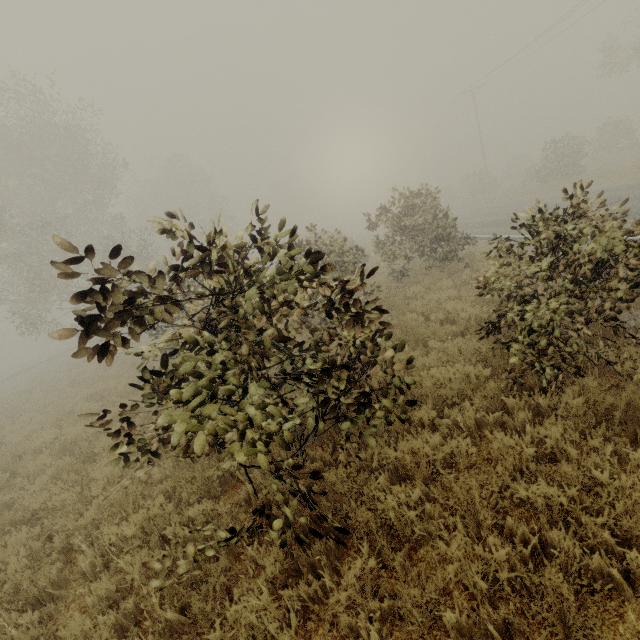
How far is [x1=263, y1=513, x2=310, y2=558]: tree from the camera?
3.2 meters

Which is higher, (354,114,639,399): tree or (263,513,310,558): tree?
(354,114,639,399): tree

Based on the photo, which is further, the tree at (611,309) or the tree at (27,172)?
the tree at (611,309)

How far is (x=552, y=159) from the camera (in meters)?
25.23

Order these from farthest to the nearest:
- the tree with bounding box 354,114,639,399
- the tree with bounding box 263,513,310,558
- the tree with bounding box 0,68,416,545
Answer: the tree with bounding box 354,114,639,399
the tree with bounding box 263,513,310,558
the tree with bounding box 0,68,416,545

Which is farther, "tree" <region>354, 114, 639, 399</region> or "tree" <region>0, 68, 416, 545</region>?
"tree" <region>354, 114, 639, 399</region>

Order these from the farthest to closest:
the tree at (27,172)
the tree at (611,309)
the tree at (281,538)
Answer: the tree at (611,309)
the tree at (281,538)
the tree at (27,172)
